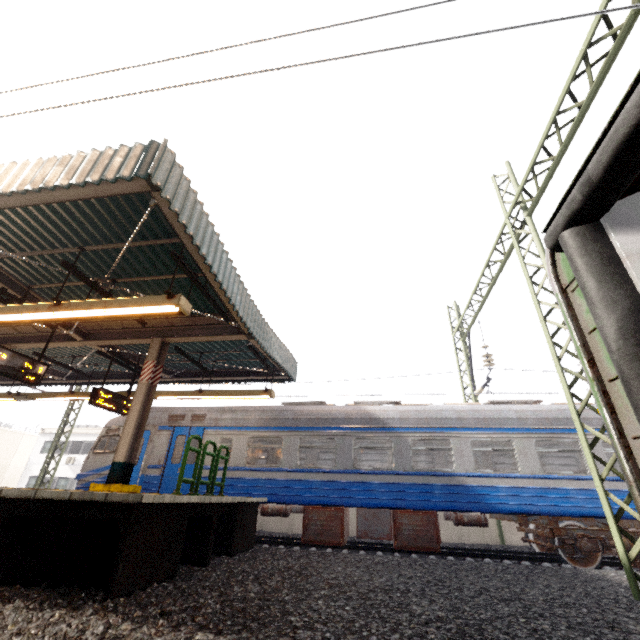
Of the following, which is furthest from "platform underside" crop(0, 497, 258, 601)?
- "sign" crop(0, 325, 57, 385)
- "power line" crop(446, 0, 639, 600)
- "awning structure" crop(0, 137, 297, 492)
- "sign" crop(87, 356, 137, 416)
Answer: "power line" crop(446, 0, 639, 600)

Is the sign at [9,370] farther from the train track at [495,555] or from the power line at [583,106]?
the power line at [583,106]

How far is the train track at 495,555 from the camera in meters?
9.0

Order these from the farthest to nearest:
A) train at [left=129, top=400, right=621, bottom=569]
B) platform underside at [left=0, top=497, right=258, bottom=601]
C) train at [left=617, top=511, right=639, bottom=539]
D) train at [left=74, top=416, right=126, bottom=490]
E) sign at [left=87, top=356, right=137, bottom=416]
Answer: train at [left=74, top=416, right=126, bottom=490], sign at [left=87, top=356, right=137, bottom=416], train at [left=129, top=400, right=621, bottom=569], train at [left=617, top=511, right=639, bottom=539], platform underside at [left=0, top=497, right=258, bottom=601]

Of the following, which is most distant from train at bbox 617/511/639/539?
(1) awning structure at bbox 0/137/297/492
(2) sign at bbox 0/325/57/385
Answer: (2) sign at bbox 0/325/57/385

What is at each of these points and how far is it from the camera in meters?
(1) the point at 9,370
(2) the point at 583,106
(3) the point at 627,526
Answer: (1) sign, 7.0
(2) power line, 6.1
(3) train, 9.6

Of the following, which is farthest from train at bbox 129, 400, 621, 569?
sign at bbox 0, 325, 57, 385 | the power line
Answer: sign at bbox 0, 325, 57, 385

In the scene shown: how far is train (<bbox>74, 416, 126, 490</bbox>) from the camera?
10.83m
